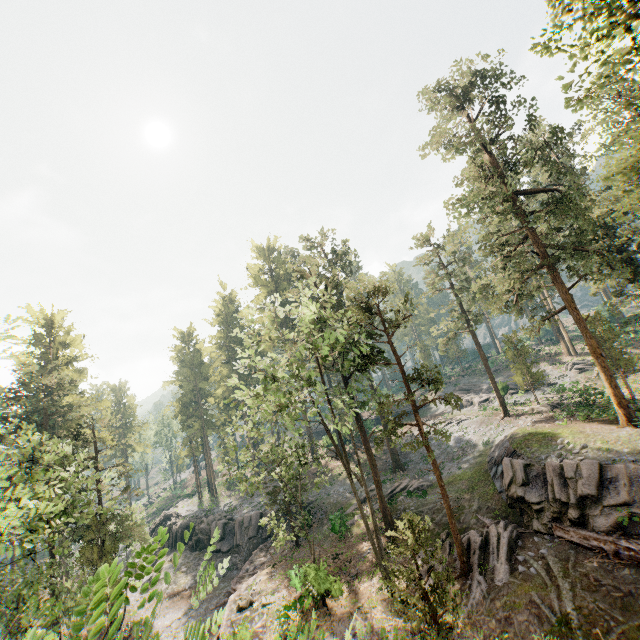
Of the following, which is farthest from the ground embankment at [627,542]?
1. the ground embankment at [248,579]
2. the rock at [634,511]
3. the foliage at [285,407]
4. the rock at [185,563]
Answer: the rock at [185,563]

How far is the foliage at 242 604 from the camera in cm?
2183

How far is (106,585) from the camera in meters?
1.8 m

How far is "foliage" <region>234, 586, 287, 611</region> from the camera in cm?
2183

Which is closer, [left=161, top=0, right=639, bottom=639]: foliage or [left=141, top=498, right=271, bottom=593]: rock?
[left=161, top=0, right=639, bottom=639]: foliage

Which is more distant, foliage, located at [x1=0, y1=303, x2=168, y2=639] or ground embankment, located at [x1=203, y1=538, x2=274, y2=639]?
ground embankment, located at [x1=203, y1=538, x2=274, y2=639]

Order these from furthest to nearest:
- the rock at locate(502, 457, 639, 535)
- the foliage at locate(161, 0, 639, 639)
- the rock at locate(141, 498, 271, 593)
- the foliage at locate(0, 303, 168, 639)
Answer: the rock at locate(141, 498, 271, 593) < the rock at locate(502, 457, 639, 535) < the foliage at locate(161, 0, 639, 639) < the foliage at locate(0, 303, 168, 639)

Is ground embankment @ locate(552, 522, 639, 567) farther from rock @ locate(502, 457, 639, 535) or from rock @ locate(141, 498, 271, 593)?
rock @ locate(141, 498, 271, 593)
